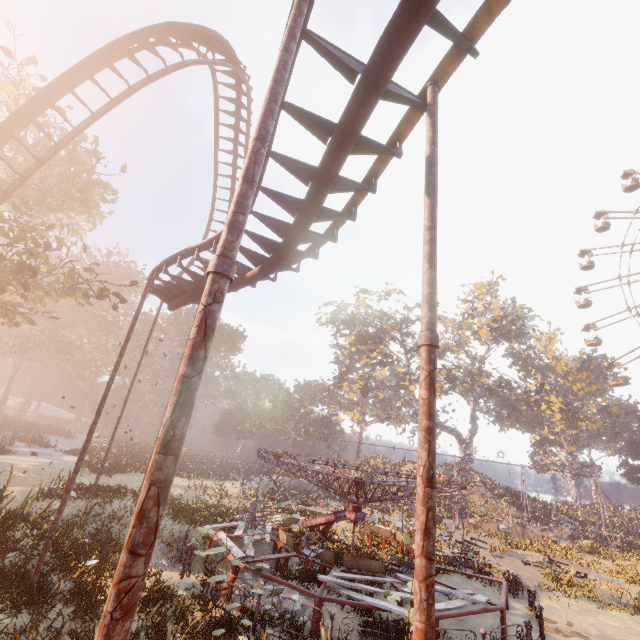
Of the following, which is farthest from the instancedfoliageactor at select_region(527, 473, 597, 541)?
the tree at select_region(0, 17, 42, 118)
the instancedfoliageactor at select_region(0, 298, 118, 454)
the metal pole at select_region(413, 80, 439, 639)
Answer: the metal pole at select_region(413, 80, 439, 639)

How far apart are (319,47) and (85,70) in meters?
13.3

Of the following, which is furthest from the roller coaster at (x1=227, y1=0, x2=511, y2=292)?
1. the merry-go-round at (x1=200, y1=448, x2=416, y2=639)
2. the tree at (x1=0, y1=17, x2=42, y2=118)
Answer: the merry-go-round at (x1=200, y1=448, x2=416, y2=639)

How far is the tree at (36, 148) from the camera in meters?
16.1

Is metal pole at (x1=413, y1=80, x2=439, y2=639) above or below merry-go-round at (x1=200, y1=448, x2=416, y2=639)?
above

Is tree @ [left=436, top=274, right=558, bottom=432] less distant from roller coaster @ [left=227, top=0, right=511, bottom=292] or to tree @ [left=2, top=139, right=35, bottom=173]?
roller coaster @ [left=227, top=0, right=511, bottom=292]

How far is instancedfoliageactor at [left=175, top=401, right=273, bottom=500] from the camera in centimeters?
2766cm

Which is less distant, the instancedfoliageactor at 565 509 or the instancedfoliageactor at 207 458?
the instancedfoliageactor at 207 458
